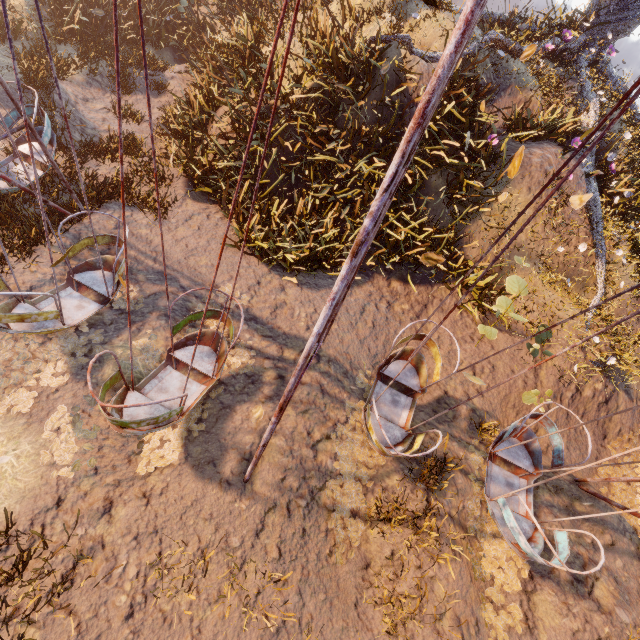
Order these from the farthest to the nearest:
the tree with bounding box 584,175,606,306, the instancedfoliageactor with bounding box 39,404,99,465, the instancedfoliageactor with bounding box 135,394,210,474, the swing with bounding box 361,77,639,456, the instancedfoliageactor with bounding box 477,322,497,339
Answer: the tree with bounding box 584,175,606,306
the instancedfoliageactor with bounding box 477,322,497,339
the instancedfoliageactor with bounding box 135,394,210,474
the instancedfoliageactor with bounding box 39,404,99,465
the swing with bounding box 361,77,639,456

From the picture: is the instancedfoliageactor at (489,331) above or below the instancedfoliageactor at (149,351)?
above

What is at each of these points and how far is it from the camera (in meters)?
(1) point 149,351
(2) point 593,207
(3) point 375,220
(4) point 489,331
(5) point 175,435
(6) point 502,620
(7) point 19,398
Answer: (1) instancedfoliageactor, 5.79
(2) tree, 8.85
(3) swing, 2.41
(4) instancedfoliageactor, 7.27
(5) instancedfoliageactor, 5.29
(6) instancedfoliageactor, 4.88
(7) instancedfoliageactor, 4.90

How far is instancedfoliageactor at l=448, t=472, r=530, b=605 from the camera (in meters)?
5.20

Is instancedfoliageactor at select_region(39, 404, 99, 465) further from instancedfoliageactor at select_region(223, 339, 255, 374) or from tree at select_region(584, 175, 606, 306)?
tree at select_region(584, 175, 606, 306)

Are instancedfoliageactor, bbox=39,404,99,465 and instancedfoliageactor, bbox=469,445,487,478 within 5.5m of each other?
no

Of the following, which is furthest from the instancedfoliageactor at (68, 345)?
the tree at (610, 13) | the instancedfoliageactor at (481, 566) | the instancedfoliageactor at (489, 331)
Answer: the tree at (610, 13)

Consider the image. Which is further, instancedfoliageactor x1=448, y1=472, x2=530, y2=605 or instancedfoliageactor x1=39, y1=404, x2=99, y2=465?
instancedfoliageactor x1=448, y1=472, x2=530, y2=605
